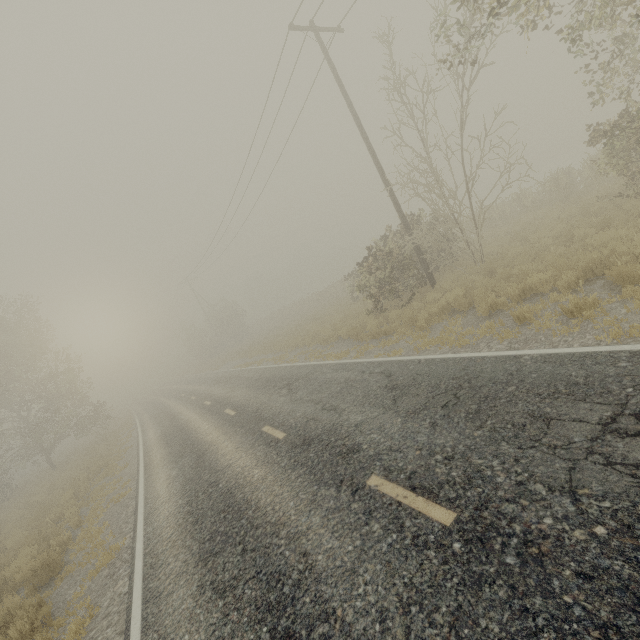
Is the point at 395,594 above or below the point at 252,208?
below
